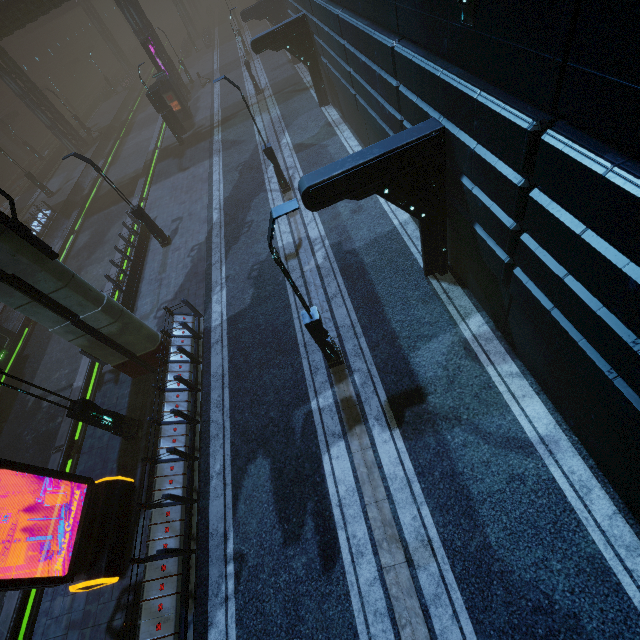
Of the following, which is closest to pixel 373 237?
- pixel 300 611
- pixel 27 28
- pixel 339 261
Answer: pixel 339 261

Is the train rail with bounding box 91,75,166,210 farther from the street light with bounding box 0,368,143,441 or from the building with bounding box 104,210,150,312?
the street light with bounding box 0,368,143,441

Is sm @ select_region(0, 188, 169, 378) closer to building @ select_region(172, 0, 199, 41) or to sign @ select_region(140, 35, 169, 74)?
building @ select_region(172, 0, 199, 41)

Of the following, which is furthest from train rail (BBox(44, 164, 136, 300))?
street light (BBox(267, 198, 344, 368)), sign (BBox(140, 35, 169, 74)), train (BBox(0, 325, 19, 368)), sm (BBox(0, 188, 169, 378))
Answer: street light (BBox(267, 198, 344, 368))

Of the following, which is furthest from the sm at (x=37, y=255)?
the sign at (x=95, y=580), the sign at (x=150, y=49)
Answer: the sign at (x=150, y=49)

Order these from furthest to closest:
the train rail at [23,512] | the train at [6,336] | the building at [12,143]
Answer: the building at [12,143]
the train at [6,336]
the train rail at [23,512]

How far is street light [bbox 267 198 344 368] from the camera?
6.1 meters

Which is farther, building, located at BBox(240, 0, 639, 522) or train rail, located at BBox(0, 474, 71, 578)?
train rail, located at BBox(0, 474, 71, 578)
